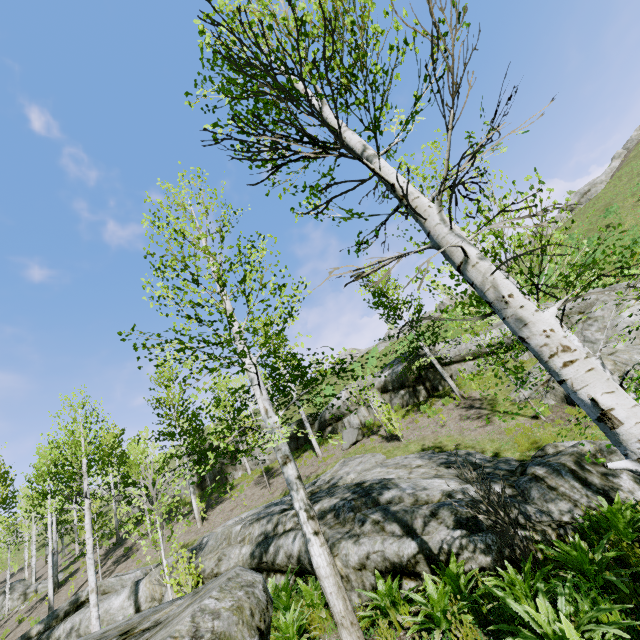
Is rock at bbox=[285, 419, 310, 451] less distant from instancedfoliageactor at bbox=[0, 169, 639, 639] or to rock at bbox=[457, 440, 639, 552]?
rock at bbox=[457, 440, 639, 552]

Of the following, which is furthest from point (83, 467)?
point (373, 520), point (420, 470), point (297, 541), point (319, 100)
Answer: point (319, 100)

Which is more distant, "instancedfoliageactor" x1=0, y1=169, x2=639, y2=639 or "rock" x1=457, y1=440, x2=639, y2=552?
"rock" x1=457, y1=440, x2=639, y2=552

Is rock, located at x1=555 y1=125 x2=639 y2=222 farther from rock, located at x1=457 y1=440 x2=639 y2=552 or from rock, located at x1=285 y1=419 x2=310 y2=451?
rock, located at x1=457 y1=440 x2=639 y2=552

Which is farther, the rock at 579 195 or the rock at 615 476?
the rock at 579 195

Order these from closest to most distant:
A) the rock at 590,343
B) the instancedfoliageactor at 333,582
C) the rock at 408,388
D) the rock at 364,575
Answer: the instancedfoliageactor at 333,582 < the rock at 364,575 < the rock at 590,343 < the rock at 408,388

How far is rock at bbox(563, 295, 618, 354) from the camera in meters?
12.9 m
